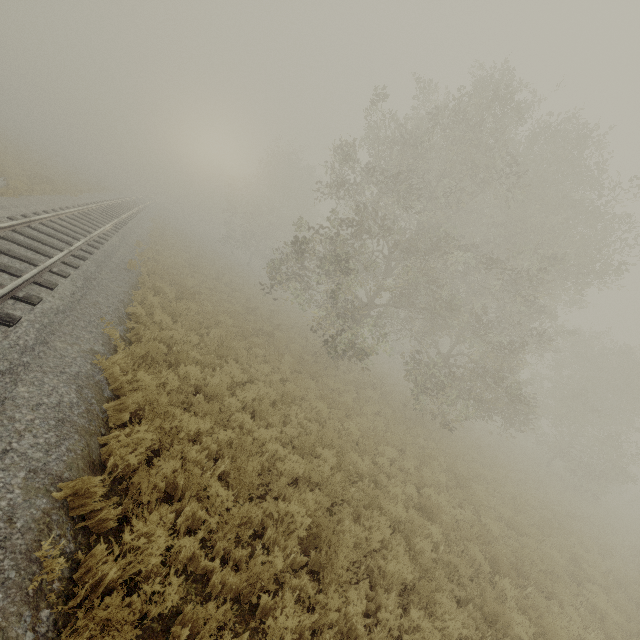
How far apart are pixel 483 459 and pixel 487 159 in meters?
14.7 m
